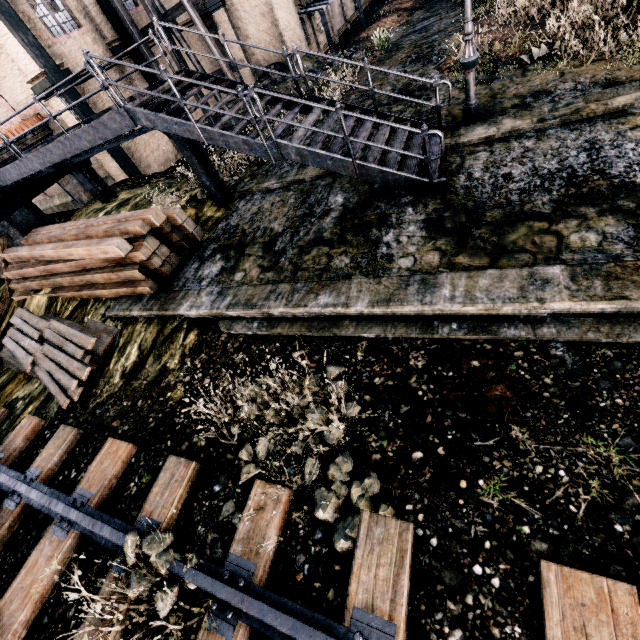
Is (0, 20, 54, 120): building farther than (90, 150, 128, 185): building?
No

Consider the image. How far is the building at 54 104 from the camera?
15.3m

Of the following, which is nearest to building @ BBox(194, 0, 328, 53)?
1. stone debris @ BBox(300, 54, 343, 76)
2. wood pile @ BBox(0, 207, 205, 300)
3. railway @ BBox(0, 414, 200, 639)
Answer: stone debris @ BBox(300, 54, 343, 76)

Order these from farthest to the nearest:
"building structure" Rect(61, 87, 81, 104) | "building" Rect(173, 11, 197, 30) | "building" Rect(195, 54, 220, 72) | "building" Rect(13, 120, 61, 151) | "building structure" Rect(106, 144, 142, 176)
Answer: "building" Rect(195, 54, 220, 72), "building" Rect(173, 11, 197, 30), "building structure" Rect(106, 144, 142, 176), "building" Rect(13, 120, 61, 151), "building structure" Rect(61, 87, 81, 104)

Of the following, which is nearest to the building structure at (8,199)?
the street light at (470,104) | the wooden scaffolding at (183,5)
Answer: the wooden scaffolding at (183,5)

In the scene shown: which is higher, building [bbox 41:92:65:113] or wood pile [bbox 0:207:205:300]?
building [bbox 41:92:65:113]

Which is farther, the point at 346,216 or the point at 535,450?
the point at 346,216

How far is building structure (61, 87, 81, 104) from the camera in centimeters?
1519cm
